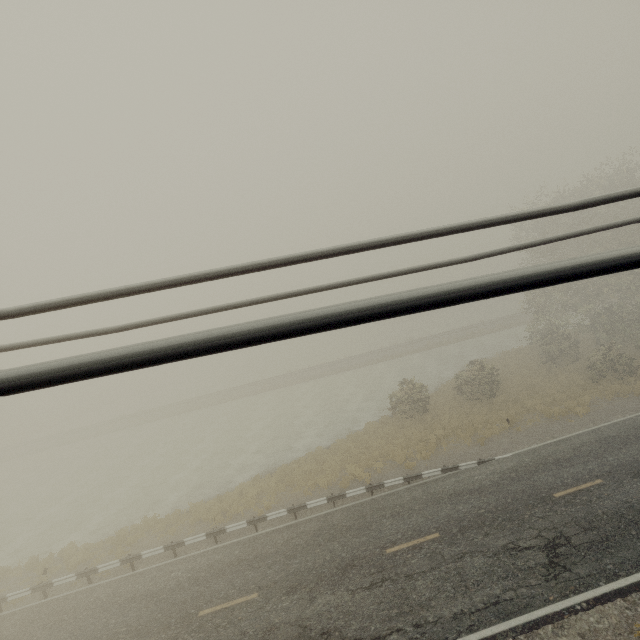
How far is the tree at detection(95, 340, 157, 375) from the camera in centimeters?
95cm

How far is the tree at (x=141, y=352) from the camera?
0.9 meters

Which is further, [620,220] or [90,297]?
[620,220]
